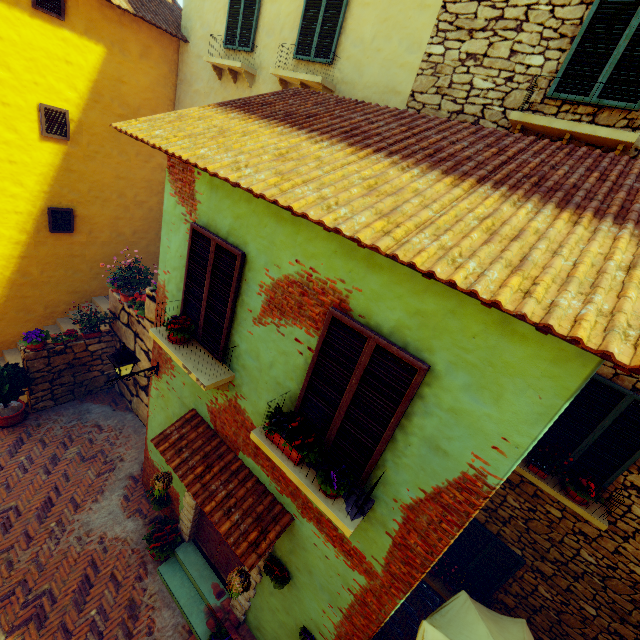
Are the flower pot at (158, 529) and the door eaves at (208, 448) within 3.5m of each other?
yes

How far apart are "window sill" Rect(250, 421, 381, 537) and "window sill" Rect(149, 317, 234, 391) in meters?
0.9 m

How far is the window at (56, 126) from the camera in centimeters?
786cm

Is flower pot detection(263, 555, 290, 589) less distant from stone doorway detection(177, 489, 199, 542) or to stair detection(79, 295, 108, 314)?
stone doorway detection(177, 489, 199, 542)

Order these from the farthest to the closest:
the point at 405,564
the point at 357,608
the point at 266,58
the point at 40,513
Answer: the point at 266,58 → the point at 40,513 → the point at 357,608 → the point at 405,564

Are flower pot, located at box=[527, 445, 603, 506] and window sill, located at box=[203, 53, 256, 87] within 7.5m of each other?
no

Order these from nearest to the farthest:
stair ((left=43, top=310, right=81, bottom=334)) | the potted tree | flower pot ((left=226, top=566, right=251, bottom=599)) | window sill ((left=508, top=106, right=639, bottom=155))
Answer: window sill ((left=508, top=106, right=639, bottom=155)), flower pot ((left=226, top=566, right=251, bottom=599)), the potted tree, stair ((left=43, top=310, right=81, bottom=334))

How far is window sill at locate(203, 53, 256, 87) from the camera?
7.5 meters
